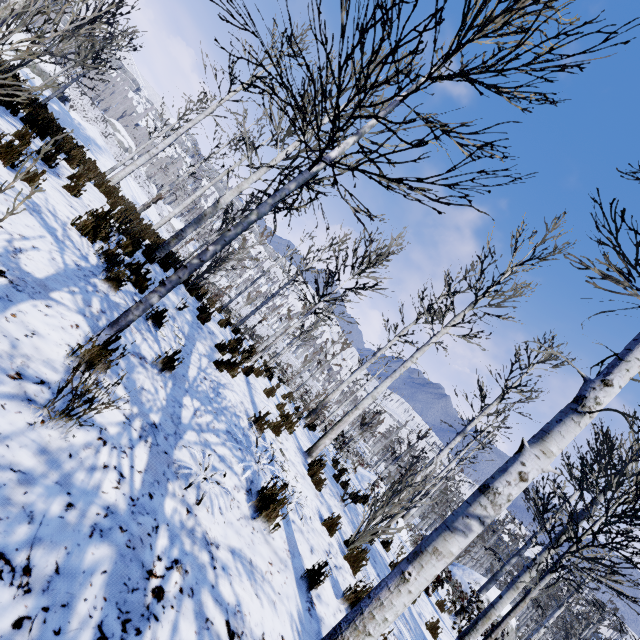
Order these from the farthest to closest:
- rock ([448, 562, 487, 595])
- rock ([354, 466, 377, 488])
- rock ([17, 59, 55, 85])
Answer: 1. rock ([448, 562, 487, 595])
2. rock ([354, 466, 377, 488])
3. rock ([17, 59, 55, 85])

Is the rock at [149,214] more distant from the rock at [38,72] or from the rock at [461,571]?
the rock at [461,571]

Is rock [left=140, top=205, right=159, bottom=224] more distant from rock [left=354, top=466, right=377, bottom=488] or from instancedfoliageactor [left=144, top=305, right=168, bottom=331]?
rock [left=354, top=466, right=377, bottom=488]

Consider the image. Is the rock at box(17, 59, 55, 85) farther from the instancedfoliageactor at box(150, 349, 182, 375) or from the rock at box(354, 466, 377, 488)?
the rock at box(354, 466, 377, 488)

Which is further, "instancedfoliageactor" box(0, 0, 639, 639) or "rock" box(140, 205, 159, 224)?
"rock" box(140, 205, 159, 224)

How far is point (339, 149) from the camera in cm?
322

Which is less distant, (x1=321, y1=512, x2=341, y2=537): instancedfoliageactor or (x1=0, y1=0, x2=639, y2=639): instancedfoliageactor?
(x1=0, y1=0, x2=639, y2=639): instancedfoliageactor

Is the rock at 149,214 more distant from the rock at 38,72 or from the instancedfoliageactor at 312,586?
the instancedfoliageactor at 312,586
